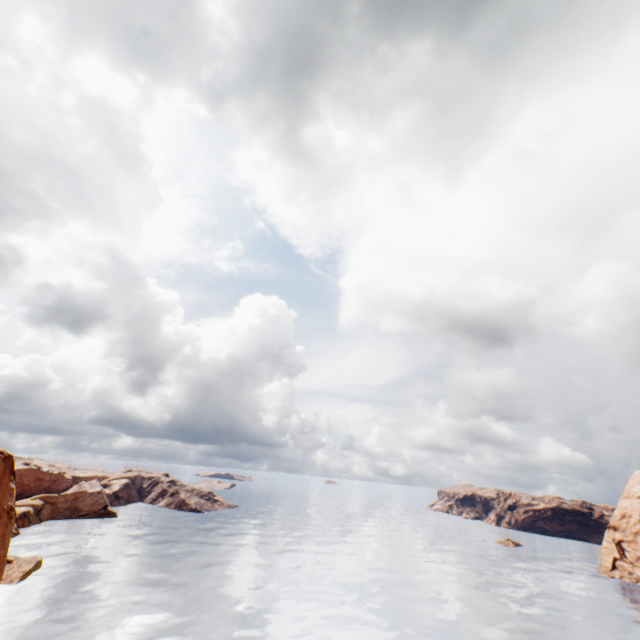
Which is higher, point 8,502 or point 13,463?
point 13,463
